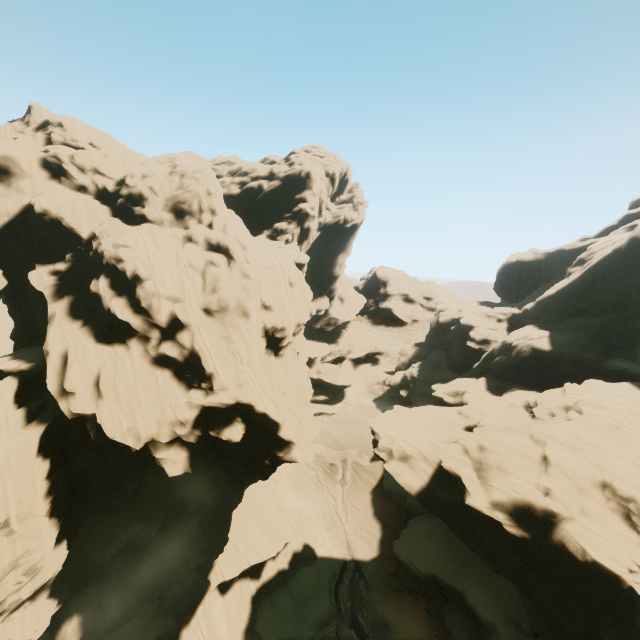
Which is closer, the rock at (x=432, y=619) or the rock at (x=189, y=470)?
the rock at (x=189, y=470)

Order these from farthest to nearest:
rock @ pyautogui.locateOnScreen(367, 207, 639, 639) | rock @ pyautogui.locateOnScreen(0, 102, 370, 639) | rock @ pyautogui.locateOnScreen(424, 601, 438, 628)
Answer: rock @ pyautogui.locateOnScreen(424, 601, 438, 628)
rock @ pyautogui.locateOnScreen(0, 102, 370, 639)
rock @ pyautogui.locateOnScreen(367, 207, 639, 639)

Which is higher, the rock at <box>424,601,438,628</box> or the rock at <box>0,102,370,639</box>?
the rock at <box>0,102,370,639</box>

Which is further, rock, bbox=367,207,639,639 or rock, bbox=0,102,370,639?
rock, bbox=0,102,370,639

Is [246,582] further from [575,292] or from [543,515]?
[575,292]

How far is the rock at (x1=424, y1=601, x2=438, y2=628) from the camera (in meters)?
29.97

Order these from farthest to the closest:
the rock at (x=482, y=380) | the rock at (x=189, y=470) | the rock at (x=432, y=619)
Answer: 1. the rock at (x=432, y=619)
2. the rock at (x=189, y=470)
3. the rock at (x=482, y=380)
